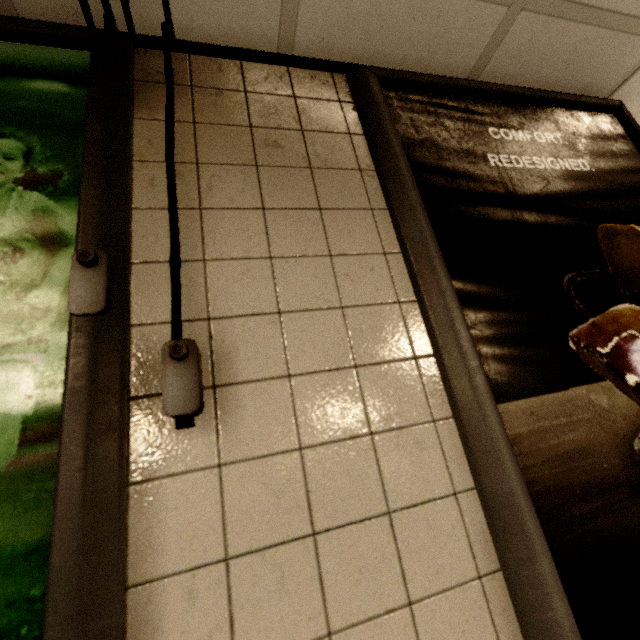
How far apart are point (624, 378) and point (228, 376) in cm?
101

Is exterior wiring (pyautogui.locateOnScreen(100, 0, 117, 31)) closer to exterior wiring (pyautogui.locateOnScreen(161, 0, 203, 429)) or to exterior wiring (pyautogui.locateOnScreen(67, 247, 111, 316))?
exterior wiring (pyautogui.locateOnScreen(161, 0, 203, 429))

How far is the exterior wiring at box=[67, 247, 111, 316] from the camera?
0.57m

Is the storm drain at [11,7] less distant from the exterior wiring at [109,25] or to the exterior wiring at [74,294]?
the exterior wiring at [109,25]

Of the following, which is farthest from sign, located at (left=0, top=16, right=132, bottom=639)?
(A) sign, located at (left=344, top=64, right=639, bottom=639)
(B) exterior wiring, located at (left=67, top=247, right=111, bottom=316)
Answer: (A) sign, located at (left=344, top=64, right=639, bottom=639)

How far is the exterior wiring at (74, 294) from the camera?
0.6m

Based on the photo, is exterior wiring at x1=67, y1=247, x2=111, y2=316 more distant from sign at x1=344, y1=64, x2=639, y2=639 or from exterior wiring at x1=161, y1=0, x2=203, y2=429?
sign at x1=344, y1=64, x2=639, y2=639

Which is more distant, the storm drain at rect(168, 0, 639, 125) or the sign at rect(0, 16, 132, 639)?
the storm drain at rect(168, 0, 639, 125)
